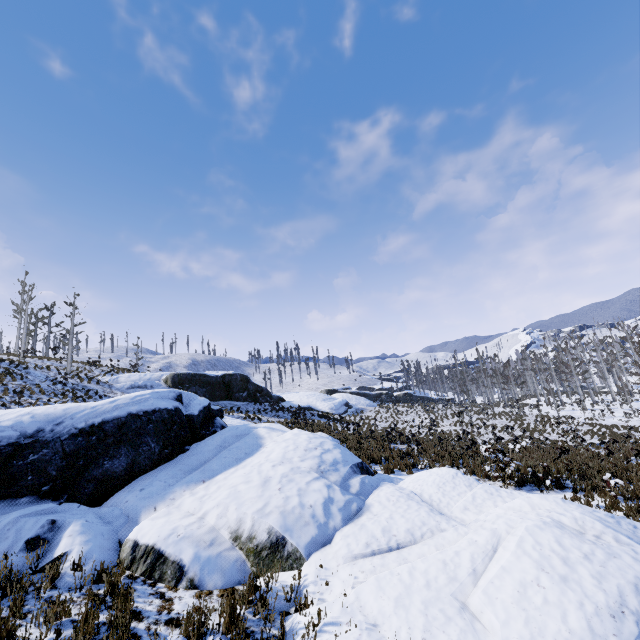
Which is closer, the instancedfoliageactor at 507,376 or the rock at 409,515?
the rock at 409,515

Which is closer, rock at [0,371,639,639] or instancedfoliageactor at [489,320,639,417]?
rock at [0,371,639,639]

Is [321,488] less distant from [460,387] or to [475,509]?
[475,509]
